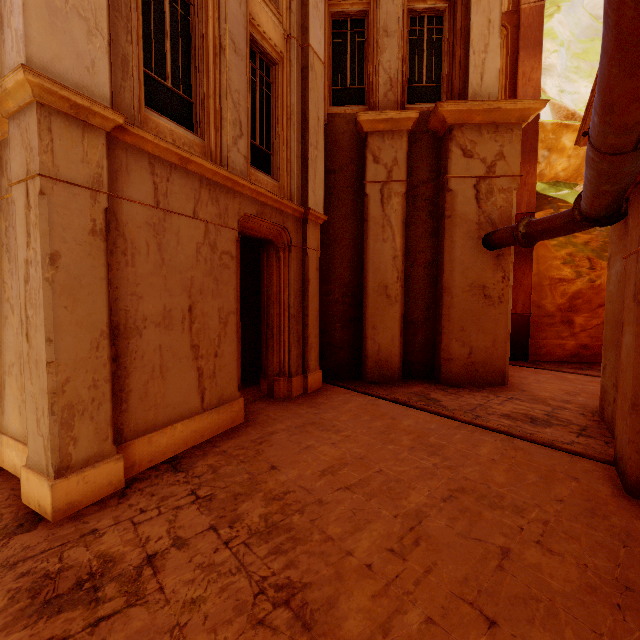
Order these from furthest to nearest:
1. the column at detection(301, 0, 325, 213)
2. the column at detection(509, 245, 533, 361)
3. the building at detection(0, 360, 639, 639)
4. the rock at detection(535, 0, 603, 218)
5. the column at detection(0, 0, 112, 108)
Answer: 1. the rock at detection(535, 0, 603, 218)
2. the column at detection(509, 245, 533, 361)
3. the column at detection(301, 0, 325, 213)
4. the column at detection(0, 0, 112, 108)
5. the building at detection(0, 360, 639, 639)

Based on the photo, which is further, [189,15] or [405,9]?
[405,9]

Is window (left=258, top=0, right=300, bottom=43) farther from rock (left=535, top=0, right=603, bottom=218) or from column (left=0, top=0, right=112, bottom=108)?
rock (left=535, top=0, right=603, bottom=218)

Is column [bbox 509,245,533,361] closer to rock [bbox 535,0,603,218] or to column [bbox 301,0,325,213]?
rock [bbox 535,0,603,218]

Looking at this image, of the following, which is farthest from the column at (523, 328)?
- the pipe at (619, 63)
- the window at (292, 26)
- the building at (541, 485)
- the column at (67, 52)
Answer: the column at (67, 52)

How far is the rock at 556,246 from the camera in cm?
1238

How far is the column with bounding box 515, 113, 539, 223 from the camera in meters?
12.2 m

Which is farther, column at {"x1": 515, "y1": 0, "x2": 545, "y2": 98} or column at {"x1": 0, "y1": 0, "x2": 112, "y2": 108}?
column at {"x1": 515, "y1": 0, "x2": 545, "y2": 98}
